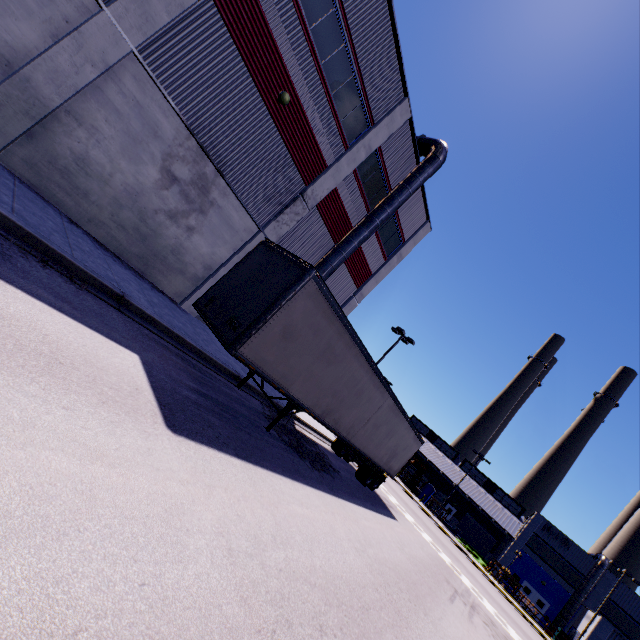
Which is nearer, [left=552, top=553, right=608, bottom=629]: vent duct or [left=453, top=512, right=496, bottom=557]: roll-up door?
[left=552, top=553, right=608, bottom=629]: vent duct

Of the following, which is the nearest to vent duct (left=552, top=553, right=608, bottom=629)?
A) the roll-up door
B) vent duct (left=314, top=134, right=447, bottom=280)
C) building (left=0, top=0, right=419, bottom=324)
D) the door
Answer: building (left=0, top=0, right=419, bottom=324)

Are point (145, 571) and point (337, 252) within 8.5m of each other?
no

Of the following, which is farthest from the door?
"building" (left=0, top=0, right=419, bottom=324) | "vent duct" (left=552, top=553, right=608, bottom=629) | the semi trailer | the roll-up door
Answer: the roll-up door

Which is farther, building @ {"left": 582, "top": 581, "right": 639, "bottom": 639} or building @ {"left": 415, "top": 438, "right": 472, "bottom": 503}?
building @ {"left": 415, "top": 438, "right": 472, "bottom": 503}

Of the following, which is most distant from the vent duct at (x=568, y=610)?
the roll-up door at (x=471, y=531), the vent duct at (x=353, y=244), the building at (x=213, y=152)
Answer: the roll-up door at (x=471, y=531)

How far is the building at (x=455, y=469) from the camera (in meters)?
51.88

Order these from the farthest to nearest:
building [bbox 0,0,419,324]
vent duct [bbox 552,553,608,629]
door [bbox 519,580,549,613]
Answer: door [bbox 519,580,549,613] < vent duct [bbox 552,553,608,629] < building [bbox 0,0,419,324]
